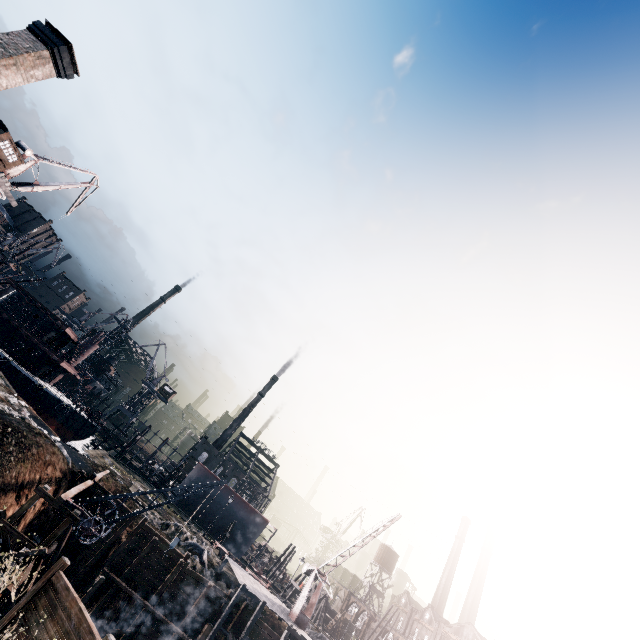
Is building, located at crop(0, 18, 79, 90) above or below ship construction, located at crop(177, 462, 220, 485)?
above

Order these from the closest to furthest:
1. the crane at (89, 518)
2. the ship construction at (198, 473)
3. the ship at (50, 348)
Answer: the crane at (89, 518)
the ship at (50, 348)
the ship construction at (198, 473)

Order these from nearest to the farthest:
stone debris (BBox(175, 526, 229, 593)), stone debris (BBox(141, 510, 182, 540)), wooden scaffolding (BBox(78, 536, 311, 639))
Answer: wooden scaffolding (BBox(78, 536, 311, 639)), stone debris (BBox(175, 526, 229, 593)), stone debris (BBox(141, 510, 182, 540))

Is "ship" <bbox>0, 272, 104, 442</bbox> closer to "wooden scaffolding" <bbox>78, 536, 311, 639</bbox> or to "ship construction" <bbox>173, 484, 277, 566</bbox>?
"ship construction" <bbox>173, 484, 277, 566</bbox>

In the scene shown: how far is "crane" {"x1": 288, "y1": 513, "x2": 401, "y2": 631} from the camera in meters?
29.7 m

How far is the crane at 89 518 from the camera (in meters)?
18.02

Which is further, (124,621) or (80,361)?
(80,361)

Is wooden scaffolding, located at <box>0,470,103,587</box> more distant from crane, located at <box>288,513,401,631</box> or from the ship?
the ship
